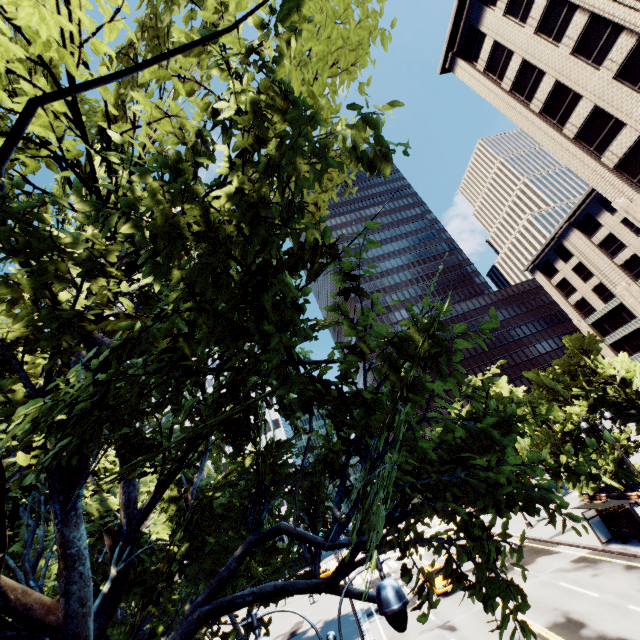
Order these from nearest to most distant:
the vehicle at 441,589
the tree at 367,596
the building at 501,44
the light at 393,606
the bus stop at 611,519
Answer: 1. the tree at 367,596
2. the light at 393,606
3. the bus stop at 611,519
4. the building at 501,44
5. the vehicle at 441,589

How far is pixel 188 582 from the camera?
8.69m

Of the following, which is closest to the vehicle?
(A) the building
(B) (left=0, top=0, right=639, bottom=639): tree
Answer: (B) (left=0, top=0, right=639, bottom=639): tree

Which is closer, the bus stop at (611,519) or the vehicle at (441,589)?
the bus stop at (611,519)

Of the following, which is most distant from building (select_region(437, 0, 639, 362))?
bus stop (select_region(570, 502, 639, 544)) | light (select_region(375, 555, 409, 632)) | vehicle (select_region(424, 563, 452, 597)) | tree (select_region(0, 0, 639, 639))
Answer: vehicle (select_region(424, 563, 452, 597))

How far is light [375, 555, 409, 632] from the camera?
4.3 meters

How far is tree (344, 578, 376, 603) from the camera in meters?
3.0

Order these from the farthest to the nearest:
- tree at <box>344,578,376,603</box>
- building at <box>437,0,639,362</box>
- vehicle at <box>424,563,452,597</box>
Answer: vehicle at <box>424,563,452,597</box> < building at <box>437,0,639,362</box> < tree at <box>344,578,376,603</box>
